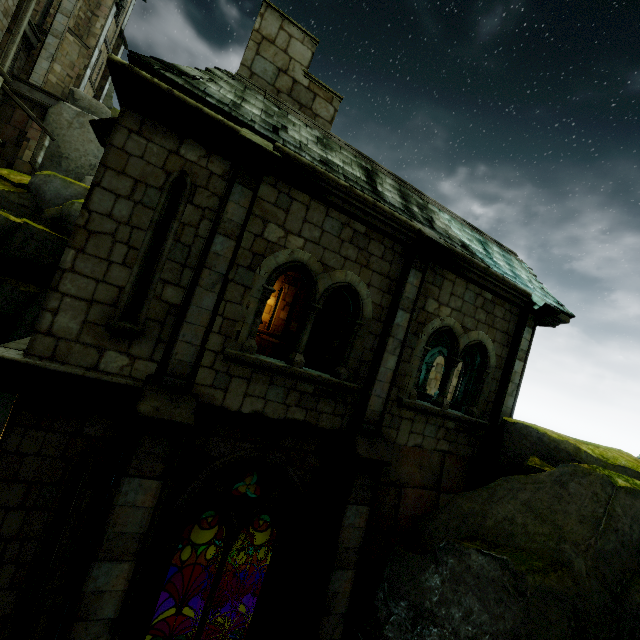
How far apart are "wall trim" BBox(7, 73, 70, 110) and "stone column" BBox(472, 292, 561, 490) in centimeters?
2922cm

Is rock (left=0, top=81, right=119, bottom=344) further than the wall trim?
No

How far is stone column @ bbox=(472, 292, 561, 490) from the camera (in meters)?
7.77

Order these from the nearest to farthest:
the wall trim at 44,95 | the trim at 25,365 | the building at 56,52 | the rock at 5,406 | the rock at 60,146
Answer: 1. the trim at 25,365
2. the rock at 5,406
3. the rock at 60,146
4. the building at 56,52
5. the wall trim at 44,95

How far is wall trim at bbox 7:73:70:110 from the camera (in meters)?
20.77

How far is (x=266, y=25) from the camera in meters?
6.7 m

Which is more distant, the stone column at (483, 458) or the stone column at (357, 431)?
the stone column at (483, 458)

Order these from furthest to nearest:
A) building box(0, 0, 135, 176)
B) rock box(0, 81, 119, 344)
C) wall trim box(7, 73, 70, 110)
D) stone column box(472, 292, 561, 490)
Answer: Answer: wall trim box(7, 73, 70, 110) < building box(0, 0, 135, 176) < rock box(0, 81, 119, 344) < stone column box(472, 292, 561, 490)
